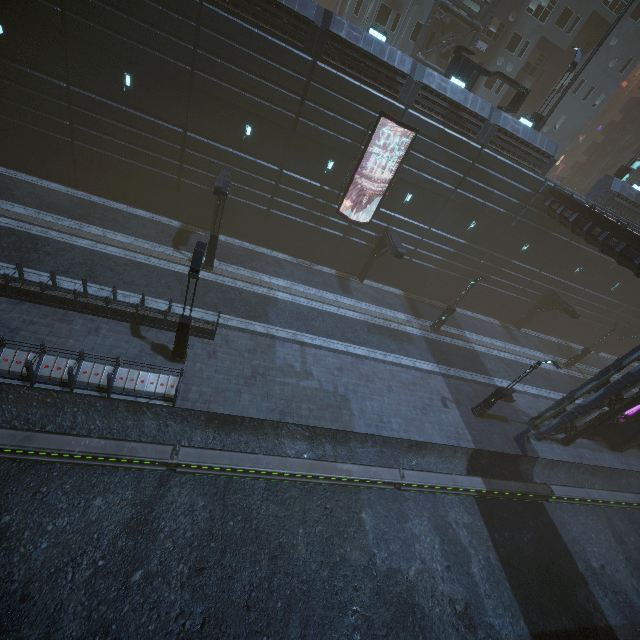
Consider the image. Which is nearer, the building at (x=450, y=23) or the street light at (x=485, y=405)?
the street light at (x=485, y=405)

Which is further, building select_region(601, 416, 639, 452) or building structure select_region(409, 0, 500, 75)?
building structure select_region(409, 0, 500, 75)

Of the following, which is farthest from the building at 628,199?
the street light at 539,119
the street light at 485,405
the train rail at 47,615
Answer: the street light at 485,405

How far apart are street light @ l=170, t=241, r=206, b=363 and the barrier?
19.3m

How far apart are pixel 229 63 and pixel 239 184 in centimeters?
633cm

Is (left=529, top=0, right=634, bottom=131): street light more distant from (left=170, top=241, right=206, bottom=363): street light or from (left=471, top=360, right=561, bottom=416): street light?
(left=170, top=241, right=206, bottom=363): street light

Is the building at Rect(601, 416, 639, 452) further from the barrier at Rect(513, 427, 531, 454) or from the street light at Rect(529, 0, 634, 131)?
the street light at Rect(529, 0, 634, 131)

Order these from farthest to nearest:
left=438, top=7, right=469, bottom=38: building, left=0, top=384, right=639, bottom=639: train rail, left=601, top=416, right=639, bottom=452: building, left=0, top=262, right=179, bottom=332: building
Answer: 1. left=438, top=7, right=469, bottom=38: building
2. left=601, top=416, right=639, bottom=452: building
3. left=0, top=262, right=179, bottom=332: building
4. left=0, top=384, right=639, bottom=639: train rail
